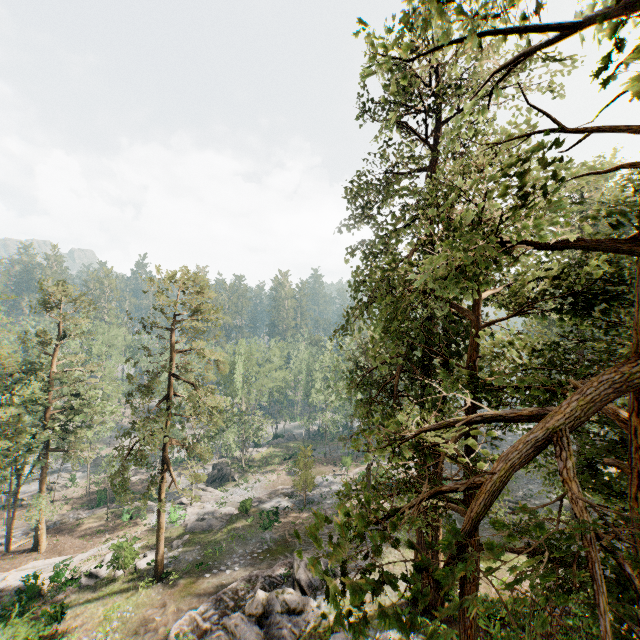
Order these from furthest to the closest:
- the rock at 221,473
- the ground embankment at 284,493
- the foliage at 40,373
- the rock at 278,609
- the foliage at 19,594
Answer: the rock at 221,473, the ground embankment at 284,493, the foliage at 40,373, the foliage at 19,594, the rock at 278,609

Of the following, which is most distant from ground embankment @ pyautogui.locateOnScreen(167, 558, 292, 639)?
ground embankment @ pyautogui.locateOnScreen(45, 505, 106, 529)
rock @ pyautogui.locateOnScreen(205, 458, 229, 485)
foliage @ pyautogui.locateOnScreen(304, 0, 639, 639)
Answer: ground embankment @ pyautogui.locateOnScreen(45, 505, 106, 529)

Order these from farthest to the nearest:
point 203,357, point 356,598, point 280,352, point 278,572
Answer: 1. point 280,352
2. point 203,357
3. point 278,572
4. point 356,598

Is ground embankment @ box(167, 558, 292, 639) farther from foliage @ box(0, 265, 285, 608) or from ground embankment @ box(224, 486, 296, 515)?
ground embankment @ box(224, 486, 296, 515)

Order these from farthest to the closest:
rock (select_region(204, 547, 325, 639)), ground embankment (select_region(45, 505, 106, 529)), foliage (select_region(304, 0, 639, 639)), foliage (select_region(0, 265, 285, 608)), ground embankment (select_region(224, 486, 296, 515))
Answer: ground embankment (select_region(45, 505, 106, 529)) < ground embankment (select_region(224, 486, 296, 515)) < foliage (select_region(0, 265, 285, 608)) < rock (select_region(204, 547, 325, 639)) < foliage (select_region(304, 0, 639, 639))

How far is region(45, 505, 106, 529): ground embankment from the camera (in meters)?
36.75

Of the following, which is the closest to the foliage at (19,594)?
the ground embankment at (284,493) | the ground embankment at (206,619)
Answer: the ground embankment at (284,493)
